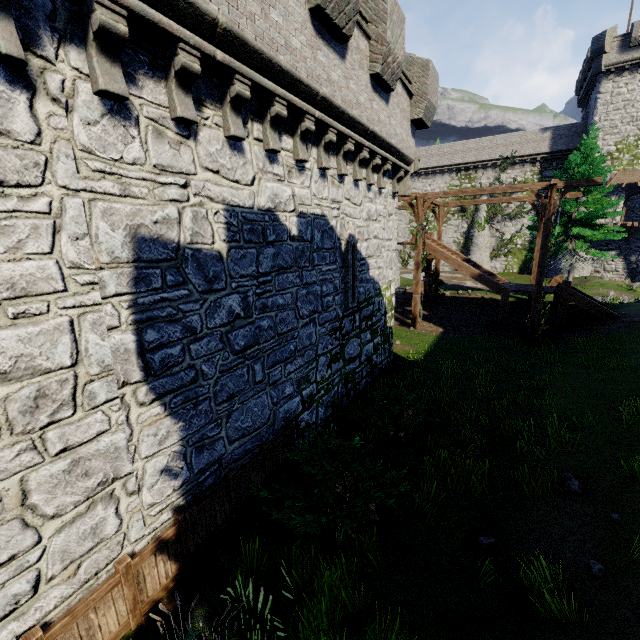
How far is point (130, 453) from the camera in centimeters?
459cm

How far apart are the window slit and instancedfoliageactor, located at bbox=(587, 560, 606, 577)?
7.28m

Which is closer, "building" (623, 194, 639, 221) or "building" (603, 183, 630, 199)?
"building" (603, 183, 630, 199)

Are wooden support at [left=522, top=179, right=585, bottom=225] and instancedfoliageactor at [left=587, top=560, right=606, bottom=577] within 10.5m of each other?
no

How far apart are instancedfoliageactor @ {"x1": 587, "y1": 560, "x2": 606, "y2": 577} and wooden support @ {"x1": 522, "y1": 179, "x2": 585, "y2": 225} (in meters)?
14.57

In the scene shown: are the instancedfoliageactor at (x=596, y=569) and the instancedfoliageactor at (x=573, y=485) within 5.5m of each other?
yes

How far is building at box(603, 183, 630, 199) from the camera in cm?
3148

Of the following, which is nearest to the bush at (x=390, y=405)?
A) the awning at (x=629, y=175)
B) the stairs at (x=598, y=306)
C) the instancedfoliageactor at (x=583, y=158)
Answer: the stairs at (x=598, y=306)
